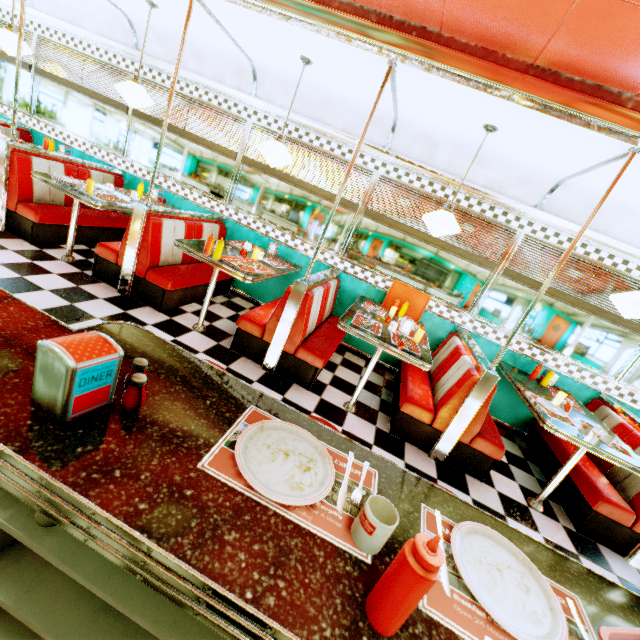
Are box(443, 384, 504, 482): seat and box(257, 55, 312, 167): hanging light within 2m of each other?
no

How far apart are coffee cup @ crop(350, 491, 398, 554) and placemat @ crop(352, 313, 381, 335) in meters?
2.5

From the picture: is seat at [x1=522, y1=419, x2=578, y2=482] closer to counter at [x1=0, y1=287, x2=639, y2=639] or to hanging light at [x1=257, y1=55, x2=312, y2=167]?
counter at [x1=0, y1=287, x2=639, y2=639]

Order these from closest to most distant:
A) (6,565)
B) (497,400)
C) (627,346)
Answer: (6,565) → (627,346) → (497,400)

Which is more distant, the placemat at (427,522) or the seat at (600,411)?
the seat at (600,411)

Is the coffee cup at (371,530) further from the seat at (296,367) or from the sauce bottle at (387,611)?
the seat at (296,367)

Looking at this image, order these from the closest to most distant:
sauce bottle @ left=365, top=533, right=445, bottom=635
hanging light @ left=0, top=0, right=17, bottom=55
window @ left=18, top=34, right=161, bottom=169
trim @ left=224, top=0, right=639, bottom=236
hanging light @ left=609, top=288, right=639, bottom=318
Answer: sauce bottle @ left=365, top=533, right=445, bottom=635 → trim @ left=224, top=0, right=639, bottom=236 → hanging light @ left=609, top=288, right=639, bottom=318 → hanging light @ left=0, top=0, right=17, bottom=55 → window @ left=18, top=34, right=161, bottom=169

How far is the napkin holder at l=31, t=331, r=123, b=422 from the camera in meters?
0.7
